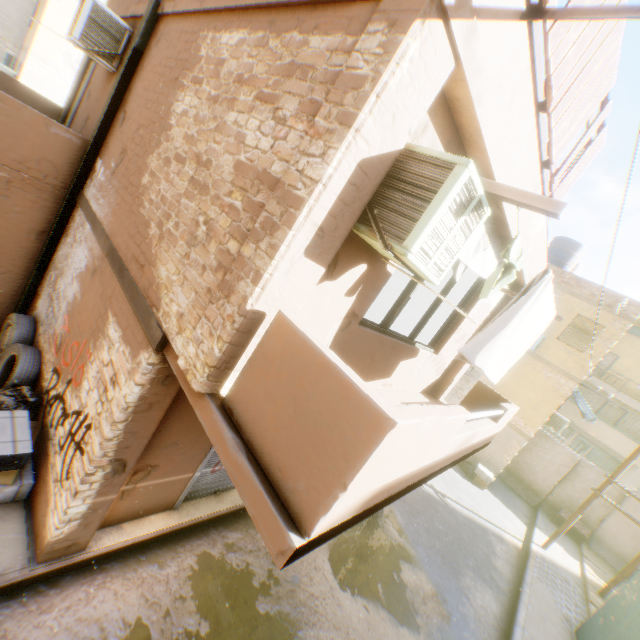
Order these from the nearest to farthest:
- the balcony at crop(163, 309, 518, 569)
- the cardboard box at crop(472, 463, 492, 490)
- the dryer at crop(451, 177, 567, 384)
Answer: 1. the balcony at crop(163, 309, 518, 569)
2. the dryer at crop(451, 177, 567, 384)
3. the cardboard box at crop(472, 463, 492, 490)

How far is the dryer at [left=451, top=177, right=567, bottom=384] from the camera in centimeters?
271cm

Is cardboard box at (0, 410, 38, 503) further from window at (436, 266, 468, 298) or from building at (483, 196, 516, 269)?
window at (436, 266, 468, 298)

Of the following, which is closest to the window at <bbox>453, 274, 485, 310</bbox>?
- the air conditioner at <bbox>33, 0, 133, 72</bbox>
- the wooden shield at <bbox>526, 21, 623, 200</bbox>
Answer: the air conditioner at <bbox>33, 0, 133, 72</bbox>

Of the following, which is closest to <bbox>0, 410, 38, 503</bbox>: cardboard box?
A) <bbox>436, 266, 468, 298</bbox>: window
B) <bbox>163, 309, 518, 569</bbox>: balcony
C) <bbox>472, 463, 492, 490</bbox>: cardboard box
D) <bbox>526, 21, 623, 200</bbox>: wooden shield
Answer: <bbox>163, 309, 518, 569</bbox>: balcony

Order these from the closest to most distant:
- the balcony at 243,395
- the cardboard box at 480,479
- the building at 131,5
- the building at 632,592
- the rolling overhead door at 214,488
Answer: the balcony at 243,395 → the rolling overhead door at 214,488 → the building at 131,5 → the building at 632,592 → the cardboard box at 480,479

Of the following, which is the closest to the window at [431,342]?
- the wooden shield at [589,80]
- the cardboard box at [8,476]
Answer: the wooden shield at [589,80]

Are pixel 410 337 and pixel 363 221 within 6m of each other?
yes
